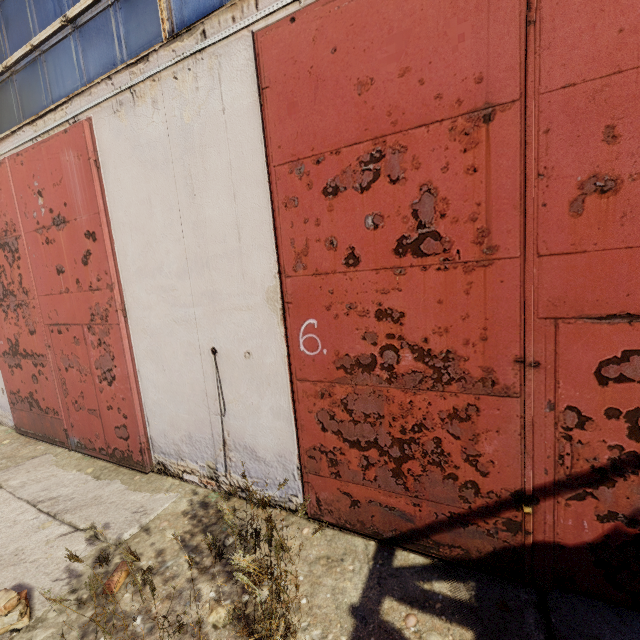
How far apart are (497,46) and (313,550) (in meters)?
3.93

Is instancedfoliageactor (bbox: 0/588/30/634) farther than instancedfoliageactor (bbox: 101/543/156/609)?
Yes

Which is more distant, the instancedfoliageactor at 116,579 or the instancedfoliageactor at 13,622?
the instancedfoliageactor at 13,622

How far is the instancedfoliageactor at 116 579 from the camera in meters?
1.6

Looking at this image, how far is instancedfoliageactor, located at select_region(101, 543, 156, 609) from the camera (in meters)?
1.57
